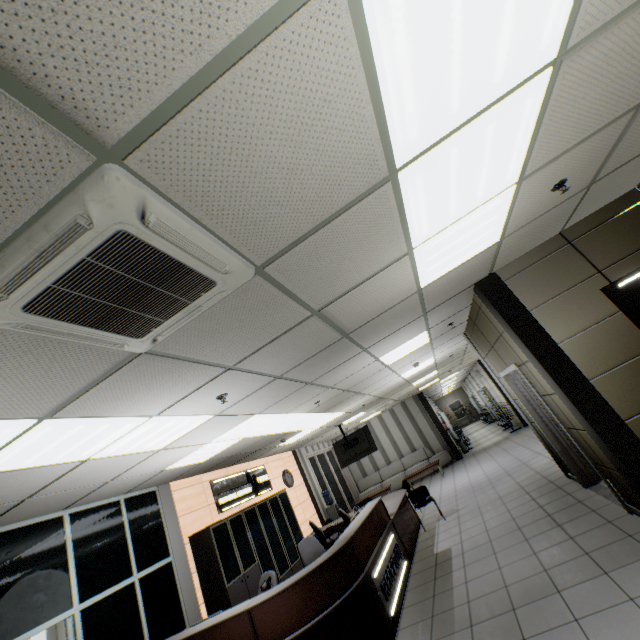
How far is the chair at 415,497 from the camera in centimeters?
754cm

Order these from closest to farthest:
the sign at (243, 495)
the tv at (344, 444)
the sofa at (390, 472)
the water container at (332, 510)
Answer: the sign at (243, 495), the tv at (344, 444), the water container at (332, 510), the sofa at (390, 472)

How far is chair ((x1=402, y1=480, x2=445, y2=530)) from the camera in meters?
7.5 m

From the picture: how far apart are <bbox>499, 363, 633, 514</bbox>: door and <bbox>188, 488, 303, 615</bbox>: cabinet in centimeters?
617cm

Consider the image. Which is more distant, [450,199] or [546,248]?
[546,248]

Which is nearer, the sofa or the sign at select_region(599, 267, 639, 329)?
the sign at select_region(599, 267, 639, 329)

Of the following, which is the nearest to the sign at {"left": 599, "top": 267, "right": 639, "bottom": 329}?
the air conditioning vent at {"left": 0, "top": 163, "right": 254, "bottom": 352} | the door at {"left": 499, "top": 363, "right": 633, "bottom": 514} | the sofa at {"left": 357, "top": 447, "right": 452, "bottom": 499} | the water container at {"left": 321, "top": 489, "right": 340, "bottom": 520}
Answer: the door at {"left": 499, "top": 363, "right": 633, "bottom": 514}

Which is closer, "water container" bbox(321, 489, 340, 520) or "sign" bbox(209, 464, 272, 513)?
"sign" bbox(209, 464, 272, 513)
